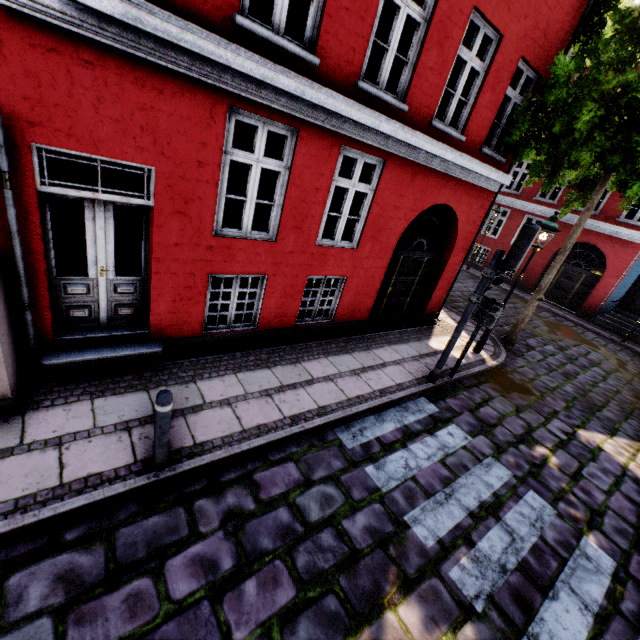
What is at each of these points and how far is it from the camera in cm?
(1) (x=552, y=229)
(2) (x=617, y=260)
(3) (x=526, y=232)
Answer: (1) street light, 724
(2) building, 1540
(3) traffic light, 527

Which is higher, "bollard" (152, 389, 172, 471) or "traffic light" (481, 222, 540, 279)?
"traffic light" (481, 222, 540, 279)

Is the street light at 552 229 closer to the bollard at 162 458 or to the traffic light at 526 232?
the traffic light at 526 232

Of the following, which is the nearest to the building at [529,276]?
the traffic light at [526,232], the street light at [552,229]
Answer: the street light at [552,229]

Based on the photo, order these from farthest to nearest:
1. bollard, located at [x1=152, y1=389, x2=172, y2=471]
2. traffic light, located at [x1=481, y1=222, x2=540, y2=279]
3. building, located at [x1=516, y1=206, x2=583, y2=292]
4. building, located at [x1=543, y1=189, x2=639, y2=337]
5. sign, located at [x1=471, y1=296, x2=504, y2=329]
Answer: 1. building, located at [x1=516, y1=206, x2=583, y2=292]
2. building, located at [x1=543, y1=189, x2=639, y2=337]
3. sign, located at [x1=471, y1=296, x2=504, y2=329]
4. traffic light, located at [x1=481, y1=222, x2=540, y2=279]
5. bollard, located at [x1=152, y1=389, x2=172, y2=471]

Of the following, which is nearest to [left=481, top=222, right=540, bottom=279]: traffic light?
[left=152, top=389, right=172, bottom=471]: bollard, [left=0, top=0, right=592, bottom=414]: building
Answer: A: [left=0, top=0, right=592, bottom=414]: building

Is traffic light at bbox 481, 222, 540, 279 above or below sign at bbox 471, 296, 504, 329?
above

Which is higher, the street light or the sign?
the street light
